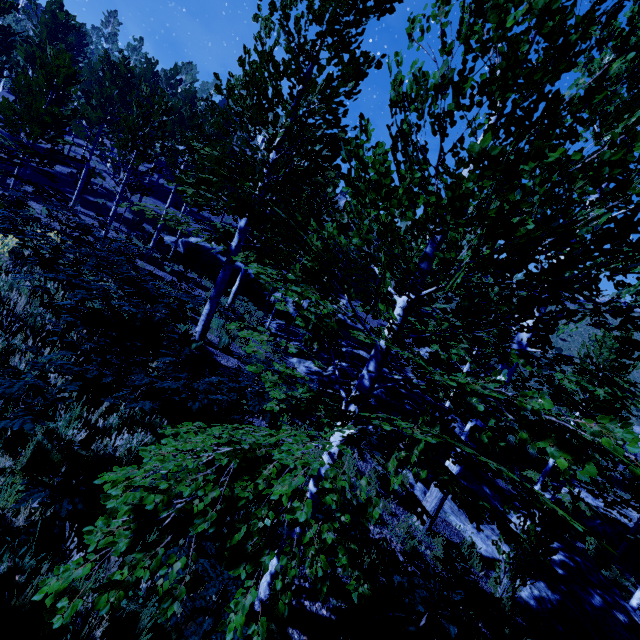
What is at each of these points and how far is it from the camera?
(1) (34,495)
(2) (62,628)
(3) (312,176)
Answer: (1) instancedfoliageactor, 2.62m
(2) instancedfoliageactor, 1.45m
(3) instancedfoliageactor, 35.50m

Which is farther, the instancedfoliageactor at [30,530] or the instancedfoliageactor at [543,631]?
the instancedfoliageactor at [543,631]

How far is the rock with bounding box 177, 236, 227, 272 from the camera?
23.5 meters

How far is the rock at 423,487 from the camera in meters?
8.4 m

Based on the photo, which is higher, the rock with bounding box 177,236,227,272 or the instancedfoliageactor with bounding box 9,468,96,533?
the rock with bounding box 177,236,227,272

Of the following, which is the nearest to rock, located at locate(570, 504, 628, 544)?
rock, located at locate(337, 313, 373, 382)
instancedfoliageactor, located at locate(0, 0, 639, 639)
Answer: instancedfoliageactor, located at locate(0, 0, 639, 639)

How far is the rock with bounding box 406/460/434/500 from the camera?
8.4m

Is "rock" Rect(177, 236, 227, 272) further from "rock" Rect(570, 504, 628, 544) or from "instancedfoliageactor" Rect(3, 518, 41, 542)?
"rock" Rect(570, 504, 628, 544)
